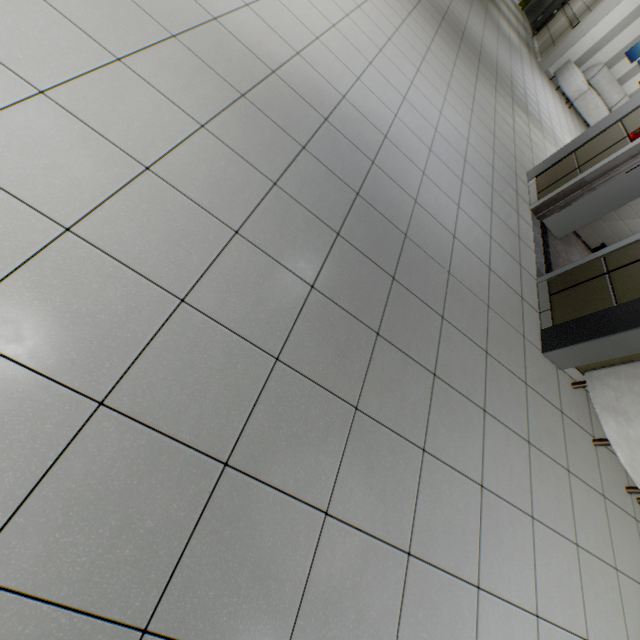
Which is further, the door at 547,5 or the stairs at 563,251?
the door at 547,5

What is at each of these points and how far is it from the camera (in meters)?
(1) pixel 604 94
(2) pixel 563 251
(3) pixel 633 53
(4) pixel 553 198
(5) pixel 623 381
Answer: (1) sofa, 10.00
(2) stairs, 4.48
(3) picture, 9.33
(4) door, 4.16
(5) sofa, 2.71

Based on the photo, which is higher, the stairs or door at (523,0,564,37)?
door at (523,0,564,37)

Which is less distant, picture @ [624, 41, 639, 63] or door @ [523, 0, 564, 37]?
picture @ [624, 41, 639, 63]

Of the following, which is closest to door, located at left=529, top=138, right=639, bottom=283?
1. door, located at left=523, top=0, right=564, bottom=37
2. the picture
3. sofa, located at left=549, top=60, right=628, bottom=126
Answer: sofa, located at left=549, top=60, right=628, bottom=126

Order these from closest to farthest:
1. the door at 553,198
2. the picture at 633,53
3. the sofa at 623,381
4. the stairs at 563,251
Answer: the sofa at 623,381 → the door at 553,198 → the stairs at 563,251 → the picture at 633,53

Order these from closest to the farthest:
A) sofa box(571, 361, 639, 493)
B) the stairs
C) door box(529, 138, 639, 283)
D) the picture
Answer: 1. sofa box(571, 361, 639, 493)
2. door box(529, 138, 639, 283)
3. the stairs
4. the picture

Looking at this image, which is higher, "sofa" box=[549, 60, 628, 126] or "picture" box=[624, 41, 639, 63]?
"picture" box=[624, 41, 639, 63]
